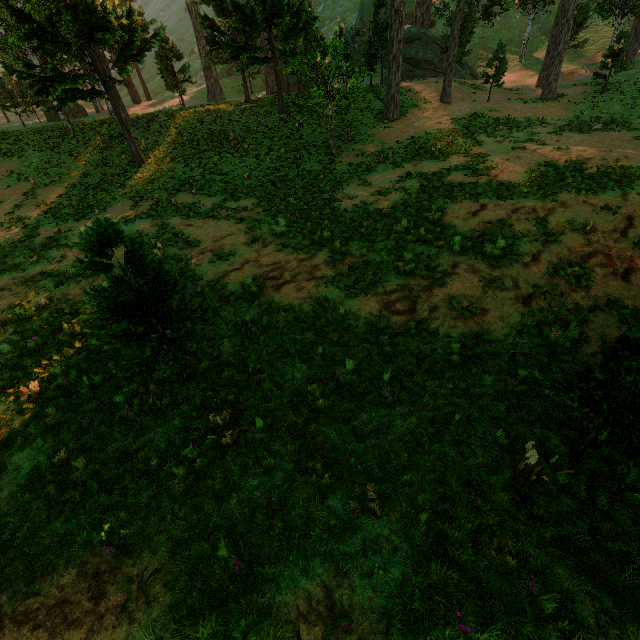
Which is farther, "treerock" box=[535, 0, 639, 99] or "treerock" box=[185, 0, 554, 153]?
"treerock" box=[535, 0, 639, 99]

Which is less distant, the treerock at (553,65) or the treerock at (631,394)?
the treerock at (631,394)

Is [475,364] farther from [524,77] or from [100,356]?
[524,77]

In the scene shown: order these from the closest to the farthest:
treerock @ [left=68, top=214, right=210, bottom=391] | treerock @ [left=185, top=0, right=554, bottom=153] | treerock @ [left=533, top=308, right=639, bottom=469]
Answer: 1. treerock @ [left=533, top=308, right=639, bottom=469]
2. treerock @ [left=68, top=214, right=210, bottom=391]
3. treerock @ [left=185, top=0, right=554, bottom=153]

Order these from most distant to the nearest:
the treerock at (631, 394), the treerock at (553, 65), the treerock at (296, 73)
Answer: the treerock at (553, 65), the treerock at (296, 73), the treerock at (631, 394)

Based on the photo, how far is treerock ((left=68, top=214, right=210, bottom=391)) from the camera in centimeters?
489cm

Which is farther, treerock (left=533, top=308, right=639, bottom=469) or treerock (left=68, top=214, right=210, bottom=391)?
treerock (left=68, top=214, right=210, bottom=391)
